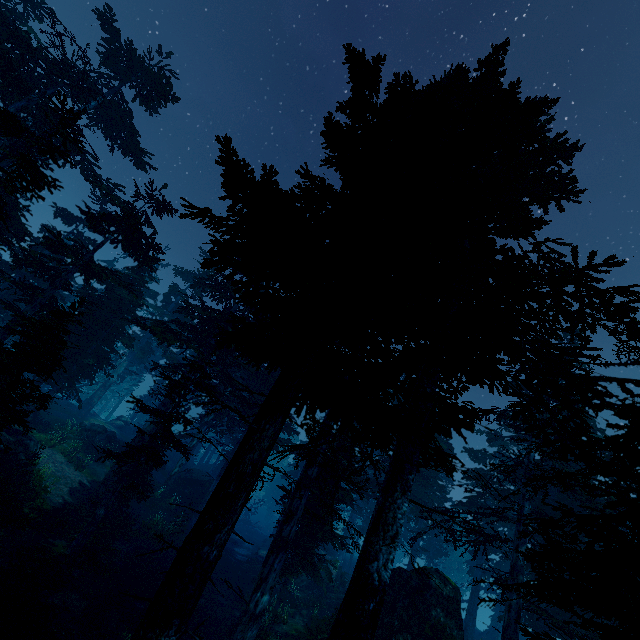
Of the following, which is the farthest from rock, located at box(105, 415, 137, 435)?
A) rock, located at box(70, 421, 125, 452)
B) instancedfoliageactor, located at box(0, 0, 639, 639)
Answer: rock, located at box(70, 421, 125, 452)

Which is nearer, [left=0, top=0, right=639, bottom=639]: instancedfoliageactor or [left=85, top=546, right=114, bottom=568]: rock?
[left=0, top=0, right=639, bottom=639]: instancedfoliageactor

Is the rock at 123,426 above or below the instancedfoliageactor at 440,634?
above

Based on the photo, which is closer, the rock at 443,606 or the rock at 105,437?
the rock at 443,606

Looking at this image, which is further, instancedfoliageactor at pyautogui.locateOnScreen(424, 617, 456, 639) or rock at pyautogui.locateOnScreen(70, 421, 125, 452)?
rock at pyautogui.locateOnScreen(70, 421, 125, 452)

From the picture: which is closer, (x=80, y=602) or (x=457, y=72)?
(x=457, y=72)

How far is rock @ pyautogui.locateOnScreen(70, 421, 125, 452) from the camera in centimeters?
2697cm

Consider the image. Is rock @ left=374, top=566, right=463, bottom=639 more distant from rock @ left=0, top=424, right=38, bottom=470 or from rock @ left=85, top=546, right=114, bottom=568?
rock @ left=0, top=424, right=38, bottom=470
